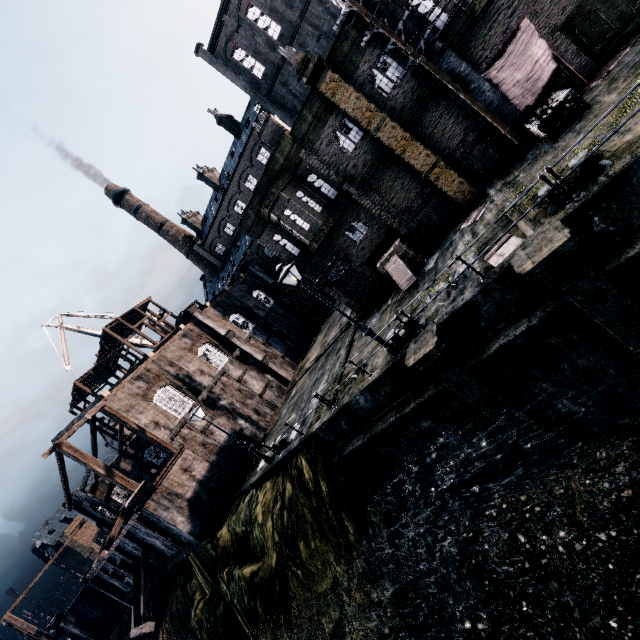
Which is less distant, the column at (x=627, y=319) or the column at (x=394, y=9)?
the column at (x=627, y=319)

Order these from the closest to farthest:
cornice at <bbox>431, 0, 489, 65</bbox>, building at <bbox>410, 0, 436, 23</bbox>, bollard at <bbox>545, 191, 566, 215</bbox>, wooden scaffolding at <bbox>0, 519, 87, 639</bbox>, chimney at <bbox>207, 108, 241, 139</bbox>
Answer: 1. bollard at <bbox>545, 191, 566, 215</bbox>
2. cornice at <bbox>431, 0, 489, 65</bbox>
3. building at <bbox>410, 0, 436, 23</bbox>
4. wooden scaffolding at <bbox>0, 519, 87, 639</bbox>
5. chimney at <bbox>207, 108, 241, 139</bbox>

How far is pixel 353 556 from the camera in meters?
14.1 m

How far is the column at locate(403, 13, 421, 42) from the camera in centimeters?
1370cm

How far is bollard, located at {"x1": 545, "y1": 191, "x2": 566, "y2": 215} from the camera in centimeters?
937cm

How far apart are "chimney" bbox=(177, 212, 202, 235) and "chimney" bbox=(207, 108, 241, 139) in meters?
16.8 m

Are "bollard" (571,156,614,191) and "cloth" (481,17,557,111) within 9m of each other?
Answer: yes

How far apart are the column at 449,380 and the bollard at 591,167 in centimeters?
488cm
